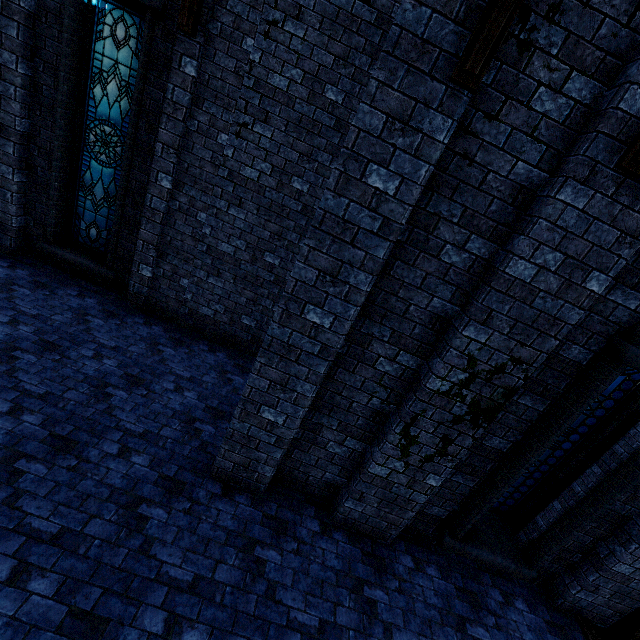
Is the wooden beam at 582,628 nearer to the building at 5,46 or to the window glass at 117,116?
the building at 5,46

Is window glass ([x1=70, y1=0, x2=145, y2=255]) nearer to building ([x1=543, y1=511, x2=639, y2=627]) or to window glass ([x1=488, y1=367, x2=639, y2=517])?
building ([x1=543, y1=511, x2=639, y2=627])

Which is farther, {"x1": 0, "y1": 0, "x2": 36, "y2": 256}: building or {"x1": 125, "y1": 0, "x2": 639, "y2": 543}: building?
{"x1": 0, "y1": 0, "x2": 36, "y2": 256}: building

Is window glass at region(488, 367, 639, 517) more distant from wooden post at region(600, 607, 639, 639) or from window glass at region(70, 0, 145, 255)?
window glass at region(70, 0, 145, 255)

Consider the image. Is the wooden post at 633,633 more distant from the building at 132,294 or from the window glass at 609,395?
the window glass at 609,395

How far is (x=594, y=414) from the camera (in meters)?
4.48

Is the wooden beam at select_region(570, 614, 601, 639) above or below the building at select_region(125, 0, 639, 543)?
below

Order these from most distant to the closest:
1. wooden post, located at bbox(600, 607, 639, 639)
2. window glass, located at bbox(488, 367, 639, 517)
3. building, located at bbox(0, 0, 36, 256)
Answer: building, located at bbox(0, 0, 36, 256) → wooden post, located at bbox(600, 607, 639, 639) → window glass, located at bbox(488, 367, 639, 517)
